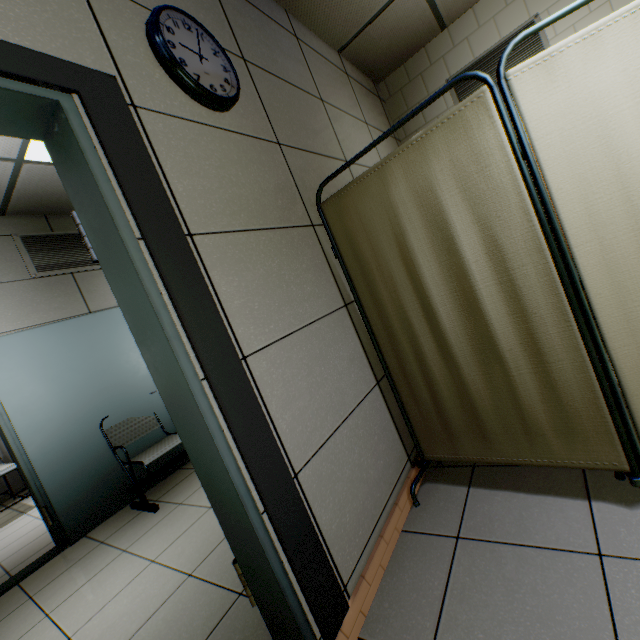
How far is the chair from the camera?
3.0 meters

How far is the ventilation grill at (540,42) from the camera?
3.0m

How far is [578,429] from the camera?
1.3 meters

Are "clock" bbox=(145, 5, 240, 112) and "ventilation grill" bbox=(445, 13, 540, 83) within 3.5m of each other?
yes

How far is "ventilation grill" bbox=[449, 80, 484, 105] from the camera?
3.3 meters

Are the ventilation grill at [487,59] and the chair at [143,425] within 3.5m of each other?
no

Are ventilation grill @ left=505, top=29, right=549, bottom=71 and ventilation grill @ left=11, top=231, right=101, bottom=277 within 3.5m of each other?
no

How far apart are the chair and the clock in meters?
3.0 m
